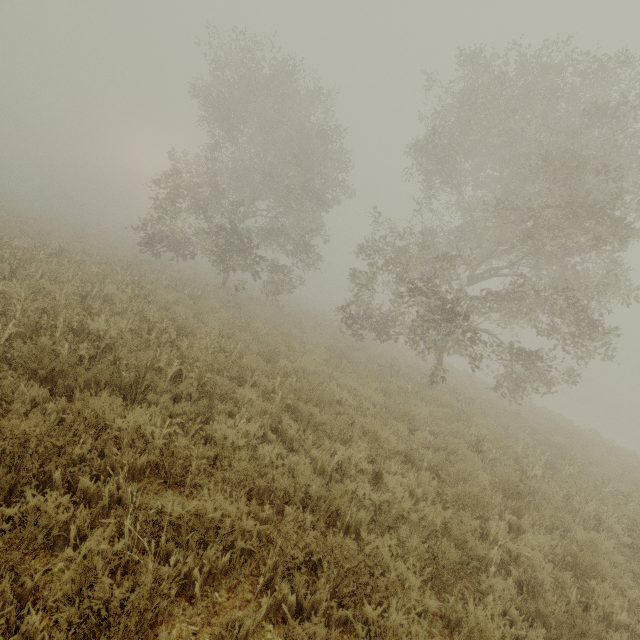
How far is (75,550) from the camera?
2.7m
